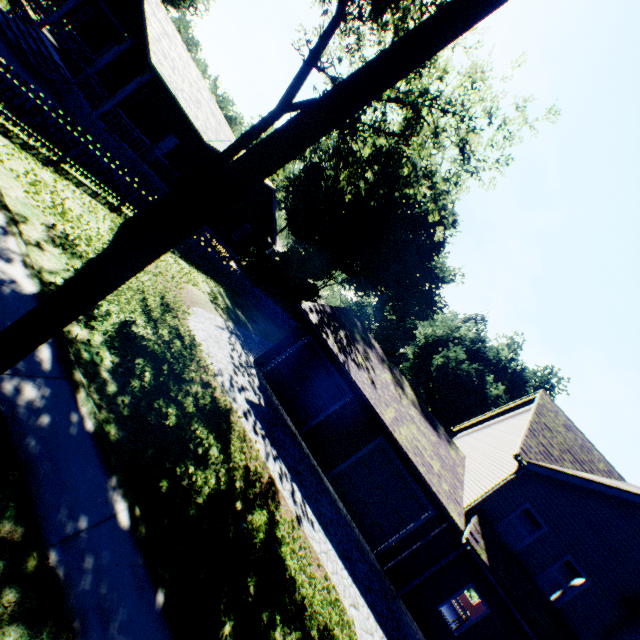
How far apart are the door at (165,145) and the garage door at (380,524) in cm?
1994

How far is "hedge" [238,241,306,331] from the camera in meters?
37.3 m

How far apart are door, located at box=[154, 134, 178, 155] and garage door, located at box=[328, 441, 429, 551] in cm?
1994

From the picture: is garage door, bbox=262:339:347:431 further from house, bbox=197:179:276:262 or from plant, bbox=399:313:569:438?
plant, bbox=399:313:569:438

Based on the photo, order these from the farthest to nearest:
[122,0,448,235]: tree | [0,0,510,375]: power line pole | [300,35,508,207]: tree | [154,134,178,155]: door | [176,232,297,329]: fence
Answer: [154,134,178,155]: door, [176,232,297,329]: fence, [300,35,508,207]: tree, [122,0,448,235]: tree, [0,0,510,375]: power line pole

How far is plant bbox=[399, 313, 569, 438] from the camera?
42.2 meters

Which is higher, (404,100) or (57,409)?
(404,100)

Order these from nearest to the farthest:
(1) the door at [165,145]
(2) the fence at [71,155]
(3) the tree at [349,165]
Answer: Result: (2) the fence at [71,155] < (3) the tree at [349,165] < (1) the door at [165,145]
